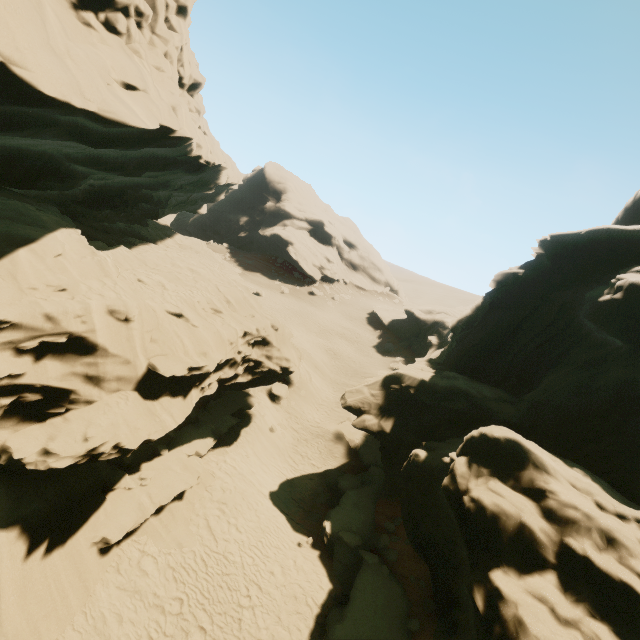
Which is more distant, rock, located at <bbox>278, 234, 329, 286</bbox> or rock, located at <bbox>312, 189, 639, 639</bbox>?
rock, located at <bbox>278, 234, 329, 286</bbox>

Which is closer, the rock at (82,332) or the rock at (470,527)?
the rock at (470,527)

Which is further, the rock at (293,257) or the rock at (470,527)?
the rock at (293,257)

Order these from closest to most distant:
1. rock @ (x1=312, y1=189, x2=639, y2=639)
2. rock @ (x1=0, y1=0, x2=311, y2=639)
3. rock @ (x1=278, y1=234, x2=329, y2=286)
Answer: rock @ (x1=312, y1=189, x2=639, y2=639)
rock @ (x1=0, y1=0, x2=311, y2=639)
rock @ (x1=278, y1=234, x2=329, y2=286)

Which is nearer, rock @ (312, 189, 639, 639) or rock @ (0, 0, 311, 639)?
rock @ (312, 189, 639, 639)

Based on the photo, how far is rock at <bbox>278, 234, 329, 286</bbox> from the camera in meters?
57.1

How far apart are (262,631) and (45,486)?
8.2m
